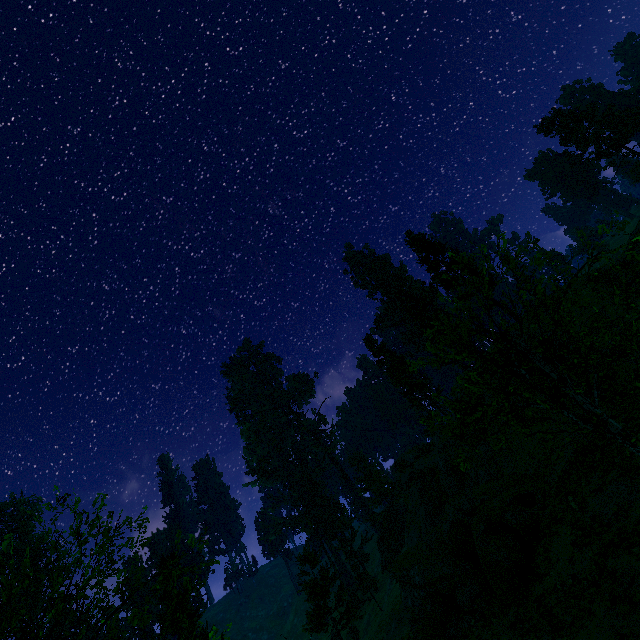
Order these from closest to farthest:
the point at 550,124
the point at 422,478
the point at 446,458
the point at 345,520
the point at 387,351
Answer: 1. the point at 446,458
2. the point at 422,478
3. the point at 387,351
4. the point at 550,124
5. the point at 345,520

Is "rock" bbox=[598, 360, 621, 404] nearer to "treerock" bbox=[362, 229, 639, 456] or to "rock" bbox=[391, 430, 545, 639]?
"rock" bbox=[391, 430, 545, 639]

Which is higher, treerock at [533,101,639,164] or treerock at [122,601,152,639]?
treerock at [533,101,639,164]

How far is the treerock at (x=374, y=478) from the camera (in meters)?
53.97

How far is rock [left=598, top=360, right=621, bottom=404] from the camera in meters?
18.6

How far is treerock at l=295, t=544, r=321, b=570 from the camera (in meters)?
37.66

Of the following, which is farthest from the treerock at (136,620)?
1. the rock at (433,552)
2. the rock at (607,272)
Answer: the rock at (607,272)
